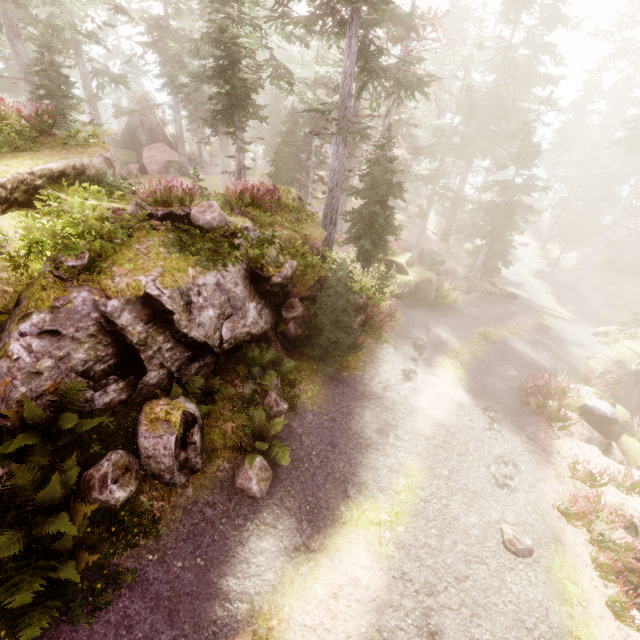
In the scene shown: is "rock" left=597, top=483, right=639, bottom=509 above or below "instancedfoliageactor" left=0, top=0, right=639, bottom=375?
below

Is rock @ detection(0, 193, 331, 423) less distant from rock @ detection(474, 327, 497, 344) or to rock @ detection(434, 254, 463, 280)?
rock @ detection(474, 327, 497, 344)

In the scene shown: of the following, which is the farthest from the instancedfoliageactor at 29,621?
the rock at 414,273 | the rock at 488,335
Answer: the rock at 488,335

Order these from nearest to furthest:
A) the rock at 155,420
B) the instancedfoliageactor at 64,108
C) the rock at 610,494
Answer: the rock at 155,420 < the rock at 610,494 < the instancedfoliageactor at 64,108

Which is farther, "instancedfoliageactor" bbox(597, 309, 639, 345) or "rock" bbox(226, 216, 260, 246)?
"instancedfoliageactor" bbox(597, 309, 639, 345)

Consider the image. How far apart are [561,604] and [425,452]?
3.8 meters

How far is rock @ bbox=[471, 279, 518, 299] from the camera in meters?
23.8
